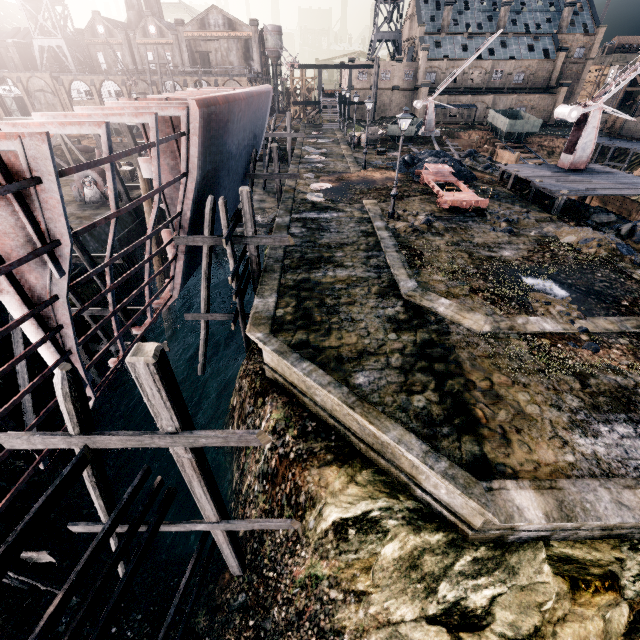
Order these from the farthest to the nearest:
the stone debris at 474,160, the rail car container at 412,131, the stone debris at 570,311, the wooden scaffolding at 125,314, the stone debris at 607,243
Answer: the rail car container at 412,131 → the stone debris at 474,160 → the stone debris at 607,243 → the wooden scaffolding at 125,314 → the stone debris at 570,311

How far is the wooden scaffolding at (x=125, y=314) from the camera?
14.9m

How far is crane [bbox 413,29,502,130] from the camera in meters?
43.0

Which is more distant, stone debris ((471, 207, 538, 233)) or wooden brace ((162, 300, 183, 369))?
wooden brace ((162, 300, 183, 369))

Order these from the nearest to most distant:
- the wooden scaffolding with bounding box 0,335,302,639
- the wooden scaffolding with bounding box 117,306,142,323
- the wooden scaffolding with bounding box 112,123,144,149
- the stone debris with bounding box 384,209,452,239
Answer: the wooden scaffolding with bounding box 0,335,302,639
the wooden scaffolding with bounding box 117,306,142,323
the stone debris with bounding box 384,209,452,239
the wooden scaffolding with bounding box 112,123,144,149

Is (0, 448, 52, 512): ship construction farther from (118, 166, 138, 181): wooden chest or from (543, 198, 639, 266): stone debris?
(543, 198, 639, 266): stone debris

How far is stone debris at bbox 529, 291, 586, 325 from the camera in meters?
A: 11.8 m

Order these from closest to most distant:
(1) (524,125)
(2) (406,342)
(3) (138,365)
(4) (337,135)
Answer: (3) (138,365) → (2) (406,342) → (1) (524,125) → (4) (337,135)
